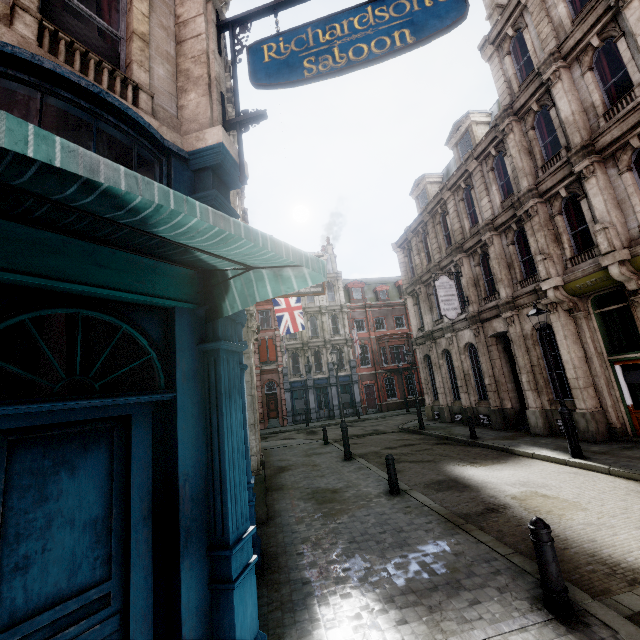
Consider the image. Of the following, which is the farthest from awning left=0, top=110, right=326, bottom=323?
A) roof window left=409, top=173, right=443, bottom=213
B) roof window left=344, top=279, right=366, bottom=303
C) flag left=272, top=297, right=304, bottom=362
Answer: roof window left=344, top=279, right=366, bottom=303

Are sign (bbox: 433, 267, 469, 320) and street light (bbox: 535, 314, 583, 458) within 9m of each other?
yes

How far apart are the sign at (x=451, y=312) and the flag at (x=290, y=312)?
7.56m

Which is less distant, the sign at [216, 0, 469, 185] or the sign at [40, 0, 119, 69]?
the sign at [40, 0, 119, 69]

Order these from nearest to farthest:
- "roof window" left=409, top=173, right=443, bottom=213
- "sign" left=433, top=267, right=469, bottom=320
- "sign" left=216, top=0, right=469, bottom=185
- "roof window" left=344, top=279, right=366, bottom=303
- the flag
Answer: "sign" left=216, top=0, right=469, bottom=185 → "sign" left=433, top=267, right=469, bottom=320 → the flag → "roof window" left=409, top=173, right=443, bottom=213 → "roof window" left=344, top=279, right=366, bottom=303

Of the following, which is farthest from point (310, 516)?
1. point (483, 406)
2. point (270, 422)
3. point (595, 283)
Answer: point (270, 422)

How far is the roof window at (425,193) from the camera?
22.50m

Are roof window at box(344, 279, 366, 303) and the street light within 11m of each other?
no
